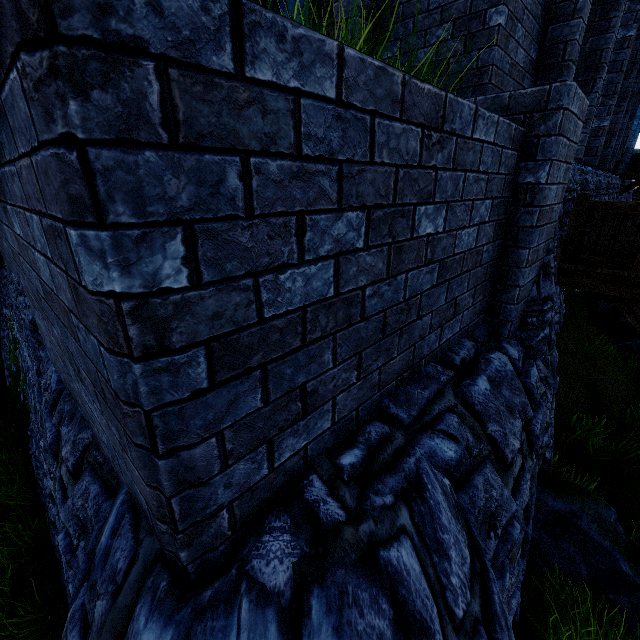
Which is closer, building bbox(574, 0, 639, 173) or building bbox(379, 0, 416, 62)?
building bbox(379, 0, 416, 62)

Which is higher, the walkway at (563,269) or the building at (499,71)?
the building at (499,71)

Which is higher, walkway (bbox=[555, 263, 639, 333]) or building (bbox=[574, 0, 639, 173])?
building (bbox=[574, 0, 639, 173])

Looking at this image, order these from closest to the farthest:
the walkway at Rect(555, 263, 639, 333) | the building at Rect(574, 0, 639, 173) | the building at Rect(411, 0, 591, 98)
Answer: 1. the building at Rect(411, 0, 591, 98)
2. the walkway at Rect(555, 263, 639, 333)
3. the building at Rect(574, 0, 639, 173)

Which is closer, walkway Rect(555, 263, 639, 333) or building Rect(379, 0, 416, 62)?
building Rect(379, 0, 416, 62)

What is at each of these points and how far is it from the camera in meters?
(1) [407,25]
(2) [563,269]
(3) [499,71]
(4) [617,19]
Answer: (1) building, 4.4
(2) walkway, 5.4
(3) building, 4.0
(4) building, 6.2

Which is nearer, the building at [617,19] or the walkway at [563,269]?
the walkway at [563,269]
